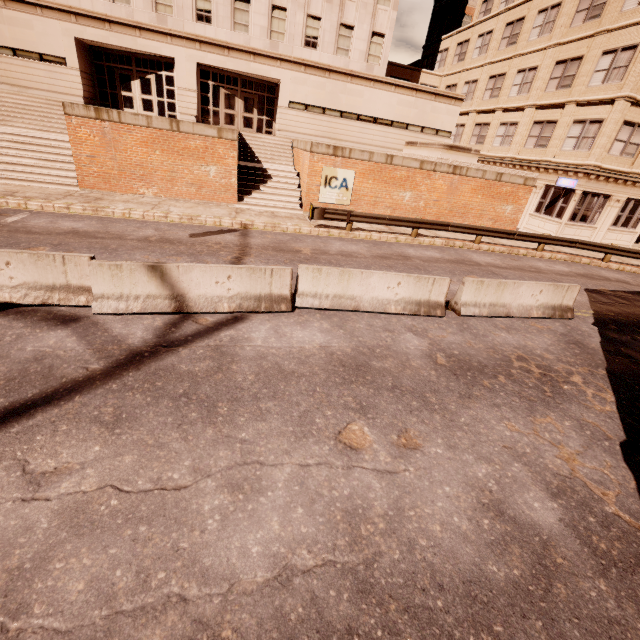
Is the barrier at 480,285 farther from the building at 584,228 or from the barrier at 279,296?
the building at 584,228

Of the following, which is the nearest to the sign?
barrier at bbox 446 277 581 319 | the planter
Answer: the planter

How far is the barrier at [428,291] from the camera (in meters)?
7.78

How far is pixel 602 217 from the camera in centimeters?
2173cm

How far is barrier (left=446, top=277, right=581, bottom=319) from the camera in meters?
8.7 m

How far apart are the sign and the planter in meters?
5.4

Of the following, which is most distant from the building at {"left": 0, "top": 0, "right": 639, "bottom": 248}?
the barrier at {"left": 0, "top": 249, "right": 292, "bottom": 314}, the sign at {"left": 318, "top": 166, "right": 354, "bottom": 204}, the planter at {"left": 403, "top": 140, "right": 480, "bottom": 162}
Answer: the barrier at {"left": 0, "top": 249, "right": 292, "bottom": 314}

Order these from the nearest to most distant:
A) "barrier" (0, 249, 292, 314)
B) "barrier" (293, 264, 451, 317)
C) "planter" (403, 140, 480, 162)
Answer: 1. "barrier" (0, 249, 292, 314)
2. "barrier" (293, 264, 451, 317)
3. "planter" (403, 140, 480, 162)
